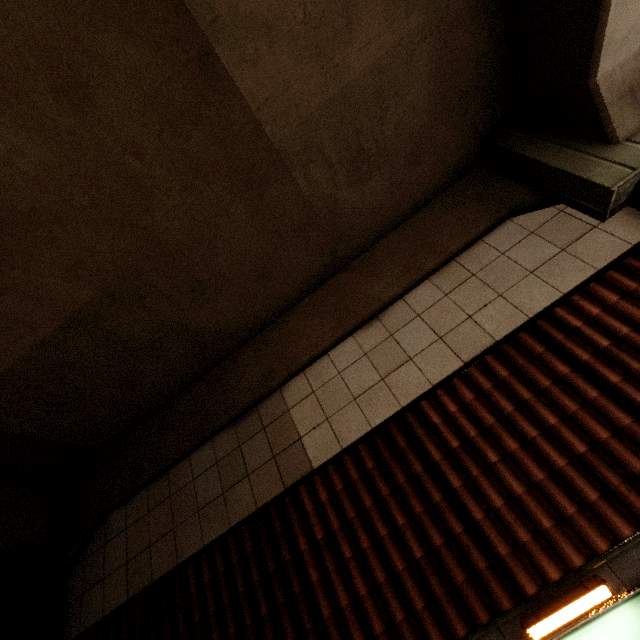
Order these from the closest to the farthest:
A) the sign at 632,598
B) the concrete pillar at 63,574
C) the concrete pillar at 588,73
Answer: the sign at 632,598
the concrete pillar at 588,73
the concrete pillar at 63,574

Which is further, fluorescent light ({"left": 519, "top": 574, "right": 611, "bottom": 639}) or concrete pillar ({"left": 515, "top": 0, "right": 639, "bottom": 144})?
concrete pillar ({"left": 515, "top": 0, "right": 639, "bottom": 144})

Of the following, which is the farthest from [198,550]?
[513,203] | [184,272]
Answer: [513,203]

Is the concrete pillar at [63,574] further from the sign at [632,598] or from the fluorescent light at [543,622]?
the fluorescent light at [543,622]

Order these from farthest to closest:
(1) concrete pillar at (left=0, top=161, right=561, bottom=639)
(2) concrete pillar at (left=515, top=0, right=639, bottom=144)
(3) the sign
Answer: (1) concrete pillar at (left=0, top=161, right=561, bottom=639)
(2) concrete pillar at (left=515, top=0, right=639, bottom=144)
(3) the sign

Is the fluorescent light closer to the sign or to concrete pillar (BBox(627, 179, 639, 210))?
the sign

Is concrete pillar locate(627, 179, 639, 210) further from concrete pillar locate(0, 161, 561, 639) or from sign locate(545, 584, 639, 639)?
sign locate(545, 584, 639, 639)
